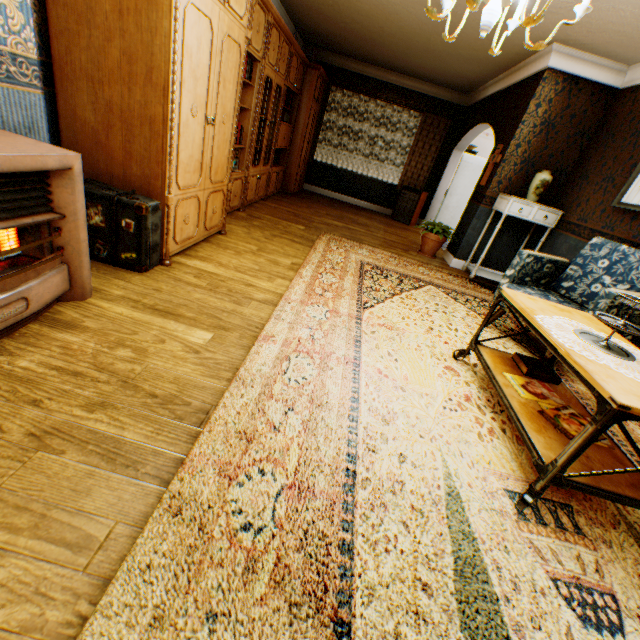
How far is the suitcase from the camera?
2.4m

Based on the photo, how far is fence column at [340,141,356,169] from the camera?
22.9m

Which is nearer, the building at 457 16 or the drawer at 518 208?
the building at 457 16

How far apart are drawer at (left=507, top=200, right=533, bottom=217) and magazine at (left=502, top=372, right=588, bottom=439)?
3.5 meters

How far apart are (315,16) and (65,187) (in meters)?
6.40

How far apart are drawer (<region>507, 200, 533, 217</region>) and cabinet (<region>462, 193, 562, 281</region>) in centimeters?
1cm

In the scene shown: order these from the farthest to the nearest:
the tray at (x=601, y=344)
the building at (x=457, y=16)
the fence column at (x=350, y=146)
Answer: the fence column at (x=350, y=146) → the building at (x=457, y=16) → the tray at (x=601, y=344)

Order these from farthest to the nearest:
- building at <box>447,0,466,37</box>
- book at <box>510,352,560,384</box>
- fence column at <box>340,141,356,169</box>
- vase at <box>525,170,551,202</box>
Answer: fence column at <box>340,141,356,169</box>, vase at <box>525,170,551,202</box>, building at <box>447,0,466,37</box>, book at <box>510,352,560,384</box>
